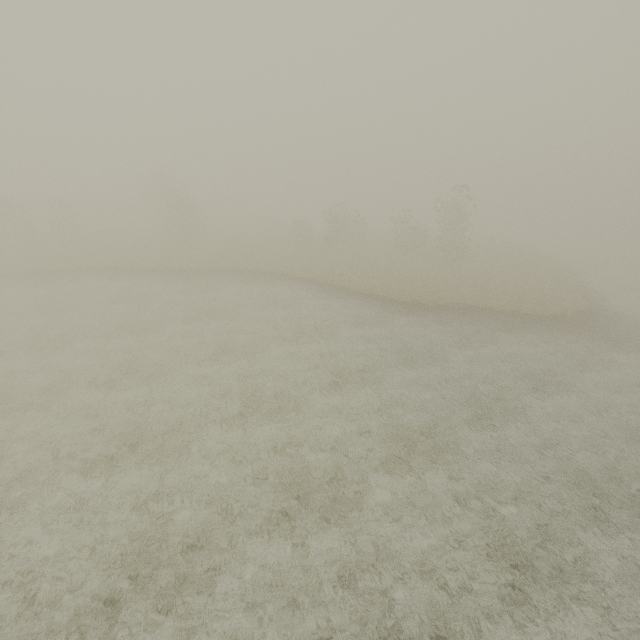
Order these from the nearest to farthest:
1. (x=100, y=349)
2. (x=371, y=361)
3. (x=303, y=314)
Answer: (x=100, y=349)
(x=371, y=361)
(x=303, y=314)
